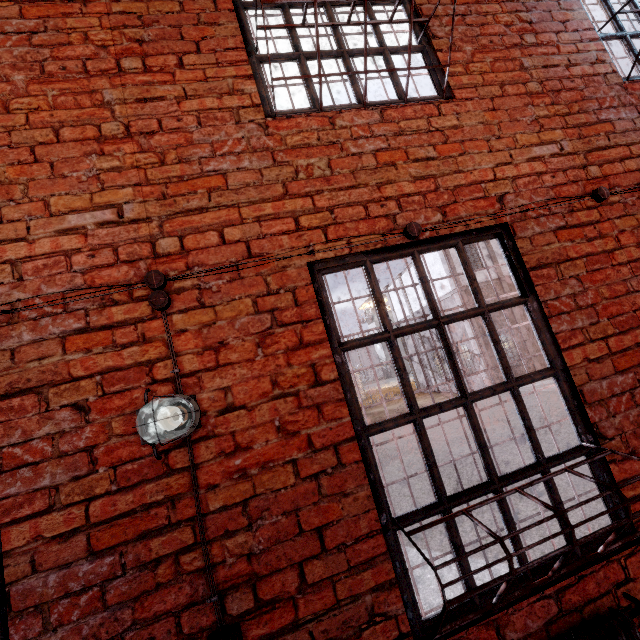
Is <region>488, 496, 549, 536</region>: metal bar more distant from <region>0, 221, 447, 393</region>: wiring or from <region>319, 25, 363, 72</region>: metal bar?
<region>319, 25, 363, 72</region>: metal bar

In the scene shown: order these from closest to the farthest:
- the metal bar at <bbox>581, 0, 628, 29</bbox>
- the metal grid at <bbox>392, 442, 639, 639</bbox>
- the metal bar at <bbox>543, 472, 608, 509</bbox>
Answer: the metal grid at <bbox>392, 442, 639, 639</bbox>
the metal bar at <bbox>543, 472, 608, 509</bbox>
the metal bar at <bbox>581, 0, 628, 29</bbox>

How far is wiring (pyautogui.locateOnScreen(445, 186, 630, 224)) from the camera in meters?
2.1 m

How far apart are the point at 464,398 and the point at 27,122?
2.9m

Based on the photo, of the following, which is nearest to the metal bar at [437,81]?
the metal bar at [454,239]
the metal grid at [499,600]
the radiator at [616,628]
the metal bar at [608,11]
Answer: the metal bar at [454,239]

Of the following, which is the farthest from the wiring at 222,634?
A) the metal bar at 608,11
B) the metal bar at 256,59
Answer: the metal bar at 608,11
